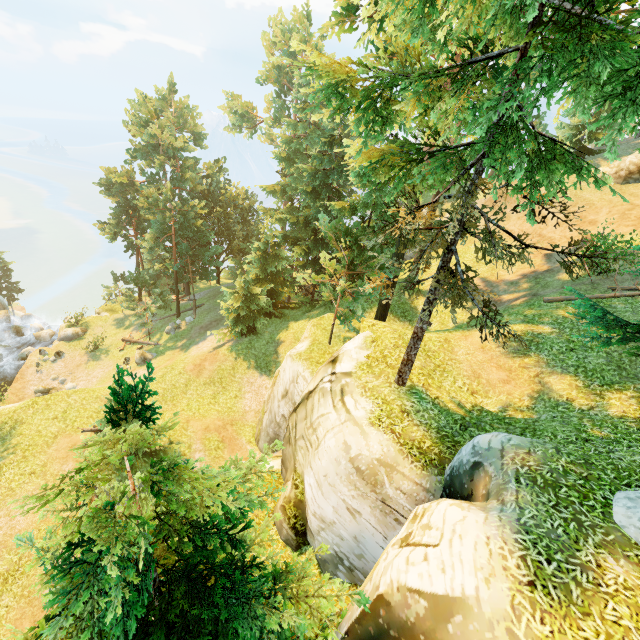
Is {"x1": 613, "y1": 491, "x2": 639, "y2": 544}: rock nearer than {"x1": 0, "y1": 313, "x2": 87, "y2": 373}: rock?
Yes

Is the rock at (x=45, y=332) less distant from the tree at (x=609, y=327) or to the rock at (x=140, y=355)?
the tree at (x=609, y=327)

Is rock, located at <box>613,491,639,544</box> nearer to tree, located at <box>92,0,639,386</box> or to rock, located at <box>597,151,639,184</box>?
tree, located at <box>92,0,639,386</box>

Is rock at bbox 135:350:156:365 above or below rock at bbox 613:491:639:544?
below

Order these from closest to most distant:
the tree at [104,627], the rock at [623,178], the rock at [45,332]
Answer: the tree at [104,627] < the rock at [623,178] < the rock at [45,332]

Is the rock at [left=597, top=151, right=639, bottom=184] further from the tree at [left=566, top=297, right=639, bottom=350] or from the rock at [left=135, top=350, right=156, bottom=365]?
the rock at [left=135, top=350, right=156, bottom=365]

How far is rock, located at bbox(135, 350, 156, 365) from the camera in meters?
30.2 m

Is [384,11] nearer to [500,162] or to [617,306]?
[500,162]
